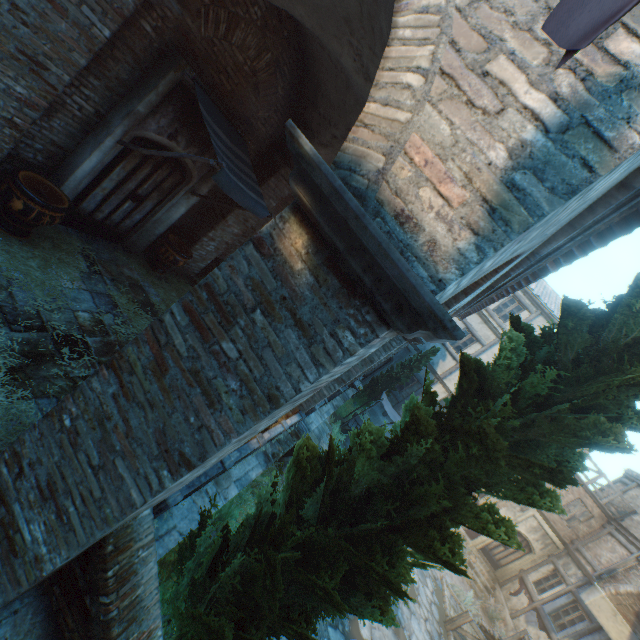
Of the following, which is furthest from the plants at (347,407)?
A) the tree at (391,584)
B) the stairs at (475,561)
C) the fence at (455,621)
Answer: the stairs at (475,561)

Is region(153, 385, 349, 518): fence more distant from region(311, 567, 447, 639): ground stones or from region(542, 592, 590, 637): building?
region(311, 567, 447, 639): ground stones

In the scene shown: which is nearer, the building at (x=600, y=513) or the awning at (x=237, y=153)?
the awning at (x=237, y=153)

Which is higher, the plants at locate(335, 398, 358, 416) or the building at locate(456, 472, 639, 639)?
the building at locate(456, 472, 639, 639)

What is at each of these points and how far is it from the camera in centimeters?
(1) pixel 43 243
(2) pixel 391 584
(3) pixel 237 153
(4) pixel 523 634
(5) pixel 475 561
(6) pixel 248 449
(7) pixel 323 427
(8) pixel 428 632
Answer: (1) straw, 529cm
(2) tree, 248cm
(3) awning, 610cm
(4) fence, 1122cm
(5) stairs, 1655cm
(6) fence, 473cm
(7) stairs, 1026cm
(8) ground stones, 967cm

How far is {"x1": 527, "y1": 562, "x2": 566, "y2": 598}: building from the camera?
14.5m

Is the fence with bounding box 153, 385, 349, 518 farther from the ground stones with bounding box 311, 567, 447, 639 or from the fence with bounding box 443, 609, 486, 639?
the fence with bounding box 443, 609, 486, 639
